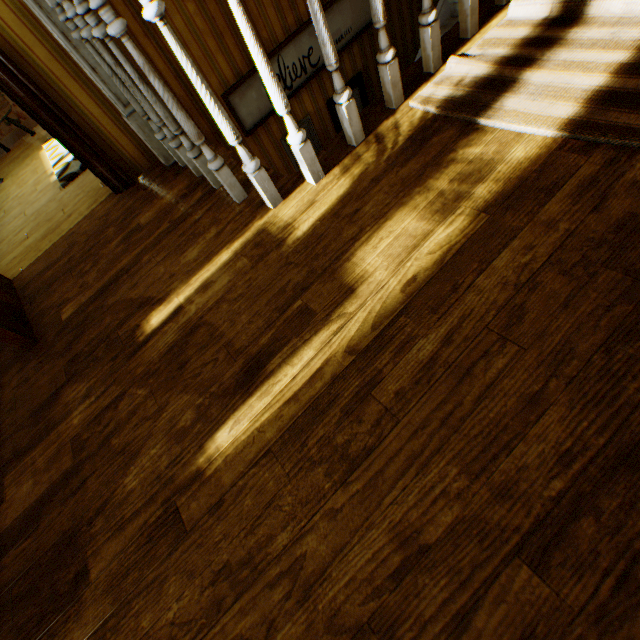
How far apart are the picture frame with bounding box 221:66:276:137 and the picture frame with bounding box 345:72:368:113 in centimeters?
29cm

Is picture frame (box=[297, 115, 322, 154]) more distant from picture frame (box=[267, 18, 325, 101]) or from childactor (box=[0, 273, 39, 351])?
childactor (box=[0, 273, 39, 351])

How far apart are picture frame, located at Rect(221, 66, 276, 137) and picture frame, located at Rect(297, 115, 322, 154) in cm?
26

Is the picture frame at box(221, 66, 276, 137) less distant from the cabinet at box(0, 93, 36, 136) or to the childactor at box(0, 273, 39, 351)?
the childactor at box(0, 273, 39, 351)

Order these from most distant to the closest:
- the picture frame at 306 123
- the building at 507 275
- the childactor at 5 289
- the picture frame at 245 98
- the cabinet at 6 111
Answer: the cabinet at 6 111
the picture frame at 306 123
the picture frame at 245 98
the childactor at 5 289
the building at 507 275

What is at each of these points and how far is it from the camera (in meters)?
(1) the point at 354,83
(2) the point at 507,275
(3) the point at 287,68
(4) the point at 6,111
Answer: (1) picture frame, 3.73
(2) building, 1.14
(3) picture frame, 3.21
(4) cabinet, 5.51

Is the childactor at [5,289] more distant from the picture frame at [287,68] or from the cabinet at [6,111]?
the cabinet at [6,111]
